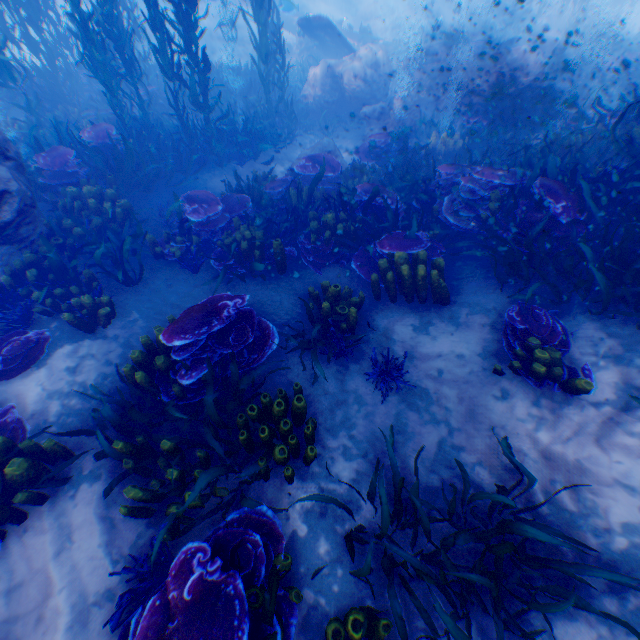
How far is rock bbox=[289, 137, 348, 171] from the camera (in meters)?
9.31

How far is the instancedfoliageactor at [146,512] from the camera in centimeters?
311cm

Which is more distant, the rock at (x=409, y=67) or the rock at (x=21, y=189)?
the rock at (x=409, y=67)

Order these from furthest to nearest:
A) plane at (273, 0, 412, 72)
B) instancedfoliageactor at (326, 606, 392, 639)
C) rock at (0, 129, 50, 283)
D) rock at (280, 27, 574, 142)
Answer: plane at (273, 0, 412, 72)
rock at (280, 27, 574, 142)
rock at (0, 129, 50, 283)
instancedfoliageactor at (326, 606, 392, 639)

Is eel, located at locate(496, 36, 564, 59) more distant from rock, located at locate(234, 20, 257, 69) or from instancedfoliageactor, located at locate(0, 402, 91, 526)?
instancedfoliageactor, located at locate(0, 402, 91, 526)

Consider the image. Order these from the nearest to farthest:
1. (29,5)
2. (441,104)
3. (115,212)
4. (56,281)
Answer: (56,281) < (115,212) < (29,5) < (441,104)

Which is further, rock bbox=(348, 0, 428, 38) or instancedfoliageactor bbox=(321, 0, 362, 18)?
instancedfoliageactor bbox=(321, 0, 362, 18)

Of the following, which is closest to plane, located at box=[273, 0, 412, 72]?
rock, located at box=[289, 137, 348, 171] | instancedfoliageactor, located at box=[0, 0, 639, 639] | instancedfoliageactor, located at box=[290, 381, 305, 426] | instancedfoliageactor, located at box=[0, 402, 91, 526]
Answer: instancedfoliageactor, located at box=[0, 0, 639, 639]
